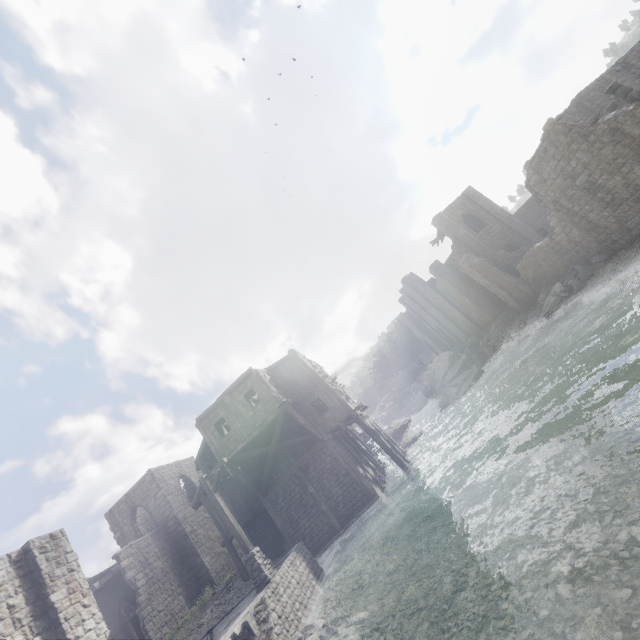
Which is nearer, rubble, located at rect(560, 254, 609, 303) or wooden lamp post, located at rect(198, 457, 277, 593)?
wooden lamp post, located at rect(198, 457, 277, 593)

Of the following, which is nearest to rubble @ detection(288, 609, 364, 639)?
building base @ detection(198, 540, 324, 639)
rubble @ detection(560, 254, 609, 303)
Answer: building base @ detection(198, 540, 324, 639)

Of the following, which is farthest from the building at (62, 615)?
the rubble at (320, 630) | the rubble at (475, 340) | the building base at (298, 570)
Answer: the rubble at (320, 630)

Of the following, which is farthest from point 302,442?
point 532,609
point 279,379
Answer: point 532,609

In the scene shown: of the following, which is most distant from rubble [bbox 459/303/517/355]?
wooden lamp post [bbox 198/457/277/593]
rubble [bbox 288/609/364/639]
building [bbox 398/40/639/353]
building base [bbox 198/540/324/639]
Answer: rubble [bbox 288/609/364/639]

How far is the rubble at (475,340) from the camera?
31.9m

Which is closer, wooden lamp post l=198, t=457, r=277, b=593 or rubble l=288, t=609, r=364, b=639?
rubble l=288, t=609, r=364, b=639

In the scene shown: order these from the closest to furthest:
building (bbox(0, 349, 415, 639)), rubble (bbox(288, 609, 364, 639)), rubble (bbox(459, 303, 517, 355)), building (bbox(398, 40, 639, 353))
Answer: rubble (bbox(288, 609, 364, 639)) < building (bbox(0, 349, 415, 639)) < building (bbox(398, 40, 639, 353)) < rubble (bbox(459, 303, 517, 355))
